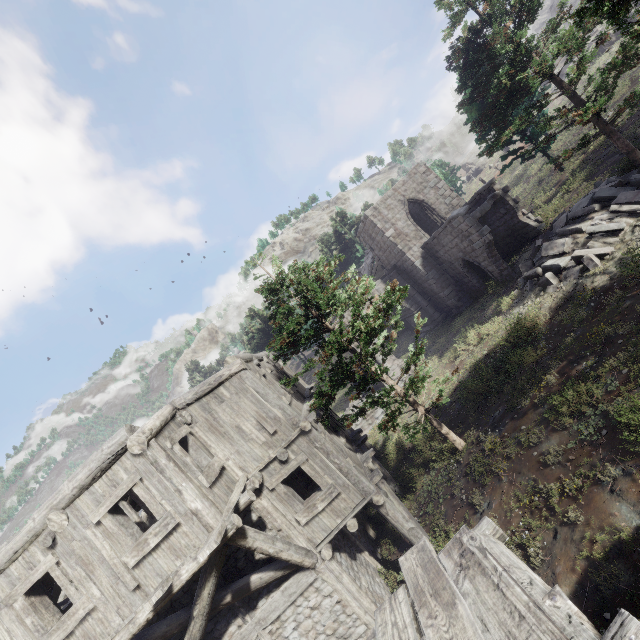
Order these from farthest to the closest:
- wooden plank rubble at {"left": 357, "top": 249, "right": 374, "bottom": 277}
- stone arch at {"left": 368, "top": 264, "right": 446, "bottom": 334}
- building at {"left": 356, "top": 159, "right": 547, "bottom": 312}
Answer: wooden plank rubble at {"left": 357, "top": 249, "right": 374, "bottom": 277} → stone arch at {"left": 368, "top": 264, "right": 446, "bottom": 334} → building at {"left": 356, "top": 159, "right": 547, "bottom": 312}

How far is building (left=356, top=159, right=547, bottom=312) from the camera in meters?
18.0

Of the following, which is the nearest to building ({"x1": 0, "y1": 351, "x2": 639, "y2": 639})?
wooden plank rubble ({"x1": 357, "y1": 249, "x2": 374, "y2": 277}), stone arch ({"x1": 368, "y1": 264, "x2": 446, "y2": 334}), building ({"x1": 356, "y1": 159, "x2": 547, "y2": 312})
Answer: stone arch ({"x1": 368, "y1": 264, "x2": 446, "y2": 334})

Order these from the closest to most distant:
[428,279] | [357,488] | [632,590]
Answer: [632,590] < [357,488] < [428,279]

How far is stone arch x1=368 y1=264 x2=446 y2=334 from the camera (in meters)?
24.72

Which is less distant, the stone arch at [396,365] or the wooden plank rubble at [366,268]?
the stone arch at [396,365]

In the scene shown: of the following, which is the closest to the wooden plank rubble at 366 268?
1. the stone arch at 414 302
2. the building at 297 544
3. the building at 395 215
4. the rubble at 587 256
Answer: the building at 395 215

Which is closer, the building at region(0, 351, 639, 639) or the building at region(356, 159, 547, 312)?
the building at region(0, 351, 639, 639)
